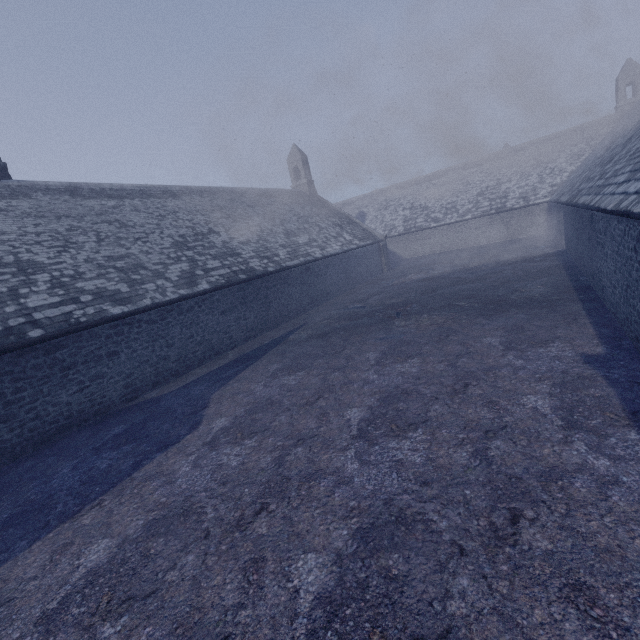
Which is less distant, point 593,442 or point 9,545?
point 593,442
